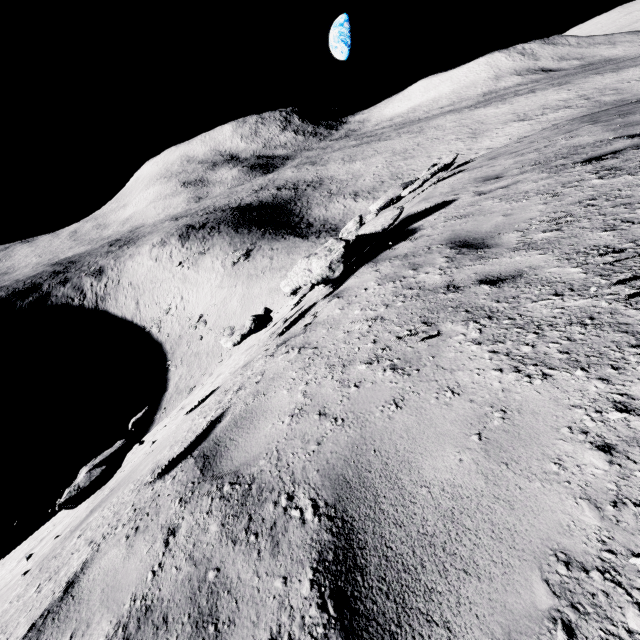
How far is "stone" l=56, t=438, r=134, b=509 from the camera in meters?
2.7 m

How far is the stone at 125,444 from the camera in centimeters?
267cm

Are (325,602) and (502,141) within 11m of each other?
no
